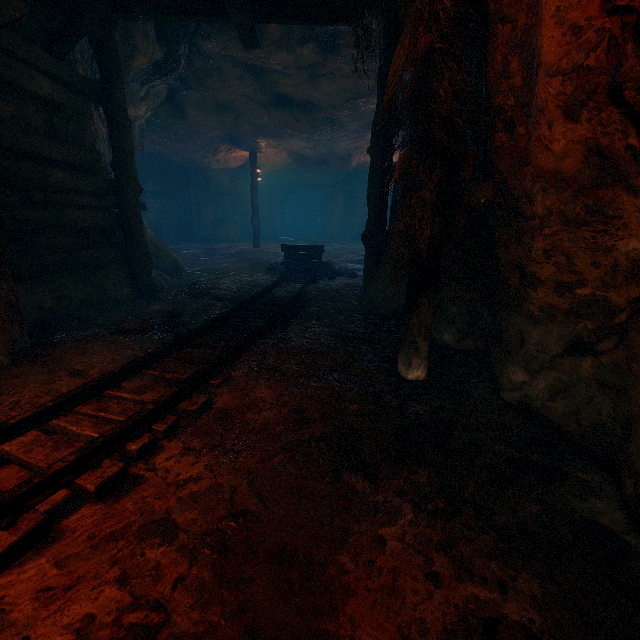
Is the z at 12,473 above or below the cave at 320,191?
below

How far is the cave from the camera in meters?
26.0 m

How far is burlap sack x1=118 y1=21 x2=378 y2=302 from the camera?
6.4 meters

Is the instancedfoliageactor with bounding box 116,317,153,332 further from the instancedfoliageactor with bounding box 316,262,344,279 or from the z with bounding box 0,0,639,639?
the instancedfoliageactor with bounding box 316,262,344,279

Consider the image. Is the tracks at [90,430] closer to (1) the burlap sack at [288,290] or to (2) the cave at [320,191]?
(1) the burlap sack at [288,290]

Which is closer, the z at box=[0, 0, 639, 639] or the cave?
the z at box=[0, 0, 639, 639]

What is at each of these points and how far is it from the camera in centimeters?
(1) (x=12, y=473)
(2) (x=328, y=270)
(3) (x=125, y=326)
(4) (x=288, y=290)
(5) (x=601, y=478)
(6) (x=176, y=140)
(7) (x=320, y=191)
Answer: (1) z, 202cm
(2) instancedfoliageactor, 902cm
(3) instancedfoliageactor, 394cm
(4) burlap sack, 662cm
(5) z, 193cm
(6) burlap sack, 1357cm
(7) cave, 3039cm

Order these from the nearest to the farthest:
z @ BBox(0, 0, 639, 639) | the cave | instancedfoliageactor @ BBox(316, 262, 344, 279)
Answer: z @ BBox(0, 0, 639, 639) < instancedfoliageactor @ BBox(316, 262, 344, 279) < the cave
